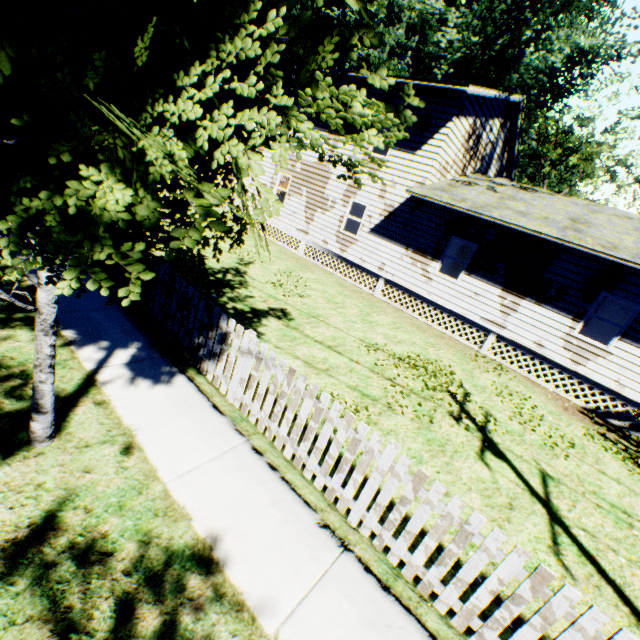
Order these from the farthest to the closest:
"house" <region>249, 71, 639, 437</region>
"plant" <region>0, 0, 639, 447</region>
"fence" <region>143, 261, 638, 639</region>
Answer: "house" <region>249, 71, 639, 437</region> < "fence" <region>143, 261, 638, 639</region> < "plant" <region>0, 0, 639, 447</region>

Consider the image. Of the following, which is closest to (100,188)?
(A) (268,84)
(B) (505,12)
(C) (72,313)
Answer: (A) (268,84)

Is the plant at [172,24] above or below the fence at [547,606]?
above

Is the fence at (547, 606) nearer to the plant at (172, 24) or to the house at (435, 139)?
the plant at (172, 24)

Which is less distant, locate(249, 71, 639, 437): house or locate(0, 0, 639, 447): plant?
locate(0, 0, 639, 447): plant

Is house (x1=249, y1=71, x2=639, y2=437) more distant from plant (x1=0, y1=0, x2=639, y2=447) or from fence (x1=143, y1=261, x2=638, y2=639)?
fence (x1=143, y1=261, x2=638, y2=639)

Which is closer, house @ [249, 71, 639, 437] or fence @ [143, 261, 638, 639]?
fence @ [143, 261, 638, 639]

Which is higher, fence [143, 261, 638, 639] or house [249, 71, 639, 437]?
house [249, 71, 639, 437]
